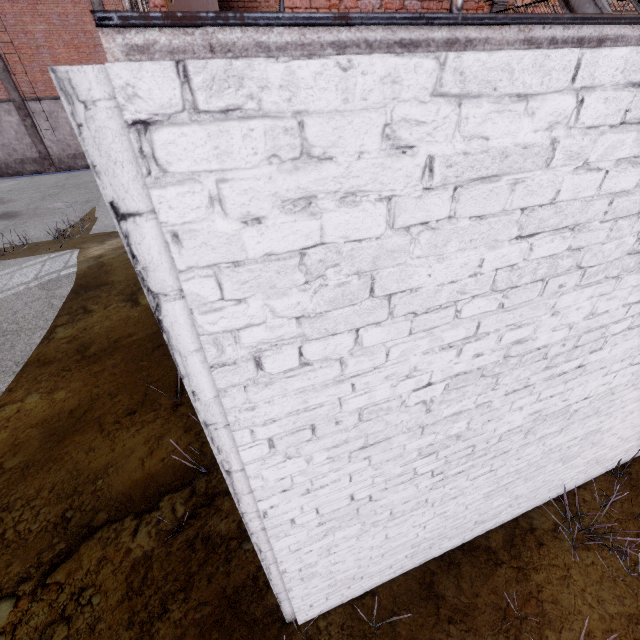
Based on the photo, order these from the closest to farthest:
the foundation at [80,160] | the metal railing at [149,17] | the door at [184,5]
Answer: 1. the metal railing at [149,17]
2. the door at [184,5]
3. the foundation at [80,160]

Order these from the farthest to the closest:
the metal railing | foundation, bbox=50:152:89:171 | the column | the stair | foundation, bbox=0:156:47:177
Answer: foundation, bbox=50:152:89:171 < foundation, bbox=0:156:47:177 < the column < the stair < the metal railing

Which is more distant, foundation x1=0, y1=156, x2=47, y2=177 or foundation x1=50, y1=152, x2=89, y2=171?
foundation x1=50, y1=152, x2=89, y2=171

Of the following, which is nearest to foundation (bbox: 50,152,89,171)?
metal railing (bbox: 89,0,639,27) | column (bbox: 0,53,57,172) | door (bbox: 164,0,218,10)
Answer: column (bbox: 0,53,57,172)

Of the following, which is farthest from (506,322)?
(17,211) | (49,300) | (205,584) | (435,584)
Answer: (17,211)

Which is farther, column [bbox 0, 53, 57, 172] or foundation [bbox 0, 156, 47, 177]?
foundation [bbox 0, 156, 47, 177]

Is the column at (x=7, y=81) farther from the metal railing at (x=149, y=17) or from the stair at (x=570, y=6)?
the stair at (x=570, y=6)

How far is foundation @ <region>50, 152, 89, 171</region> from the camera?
21.1 meters
